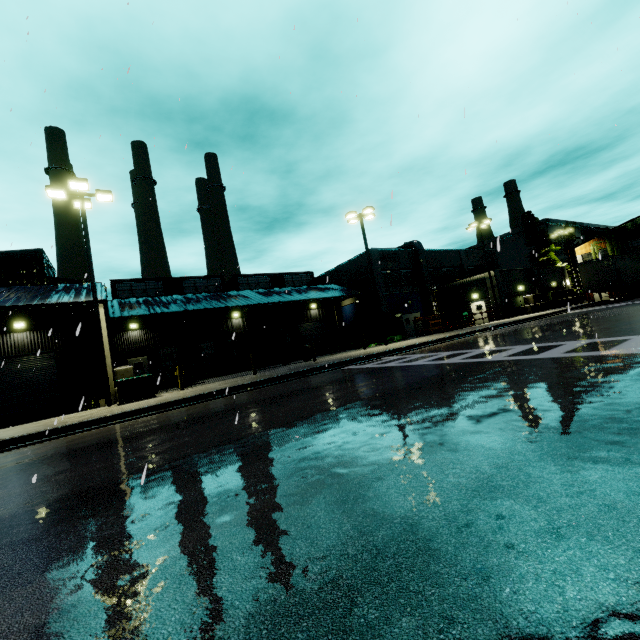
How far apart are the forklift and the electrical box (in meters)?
10.26

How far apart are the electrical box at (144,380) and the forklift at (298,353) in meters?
10.3 m

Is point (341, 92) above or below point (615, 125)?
above

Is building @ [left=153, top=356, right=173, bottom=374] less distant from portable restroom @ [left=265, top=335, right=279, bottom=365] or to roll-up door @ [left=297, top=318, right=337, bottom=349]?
roll-up door @ [left=297, top=318, right=337, bottom=349]

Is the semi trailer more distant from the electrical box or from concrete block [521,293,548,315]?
the electrical box

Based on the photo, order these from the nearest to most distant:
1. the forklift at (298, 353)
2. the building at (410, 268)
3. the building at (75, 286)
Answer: the building at (75, 286) < the forklift at (298, 353) < the building at (410, 268)

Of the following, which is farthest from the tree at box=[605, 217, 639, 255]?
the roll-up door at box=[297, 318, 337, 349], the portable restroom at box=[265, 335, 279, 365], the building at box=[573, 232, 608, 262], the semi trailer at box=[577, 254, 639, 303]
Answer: the portable restroom at box=[265, 335, 279, 365]

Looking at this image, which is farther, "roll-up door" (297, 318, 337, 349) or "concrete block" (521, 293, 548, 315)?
"roll-up door" (297, 318, 337, 349)
